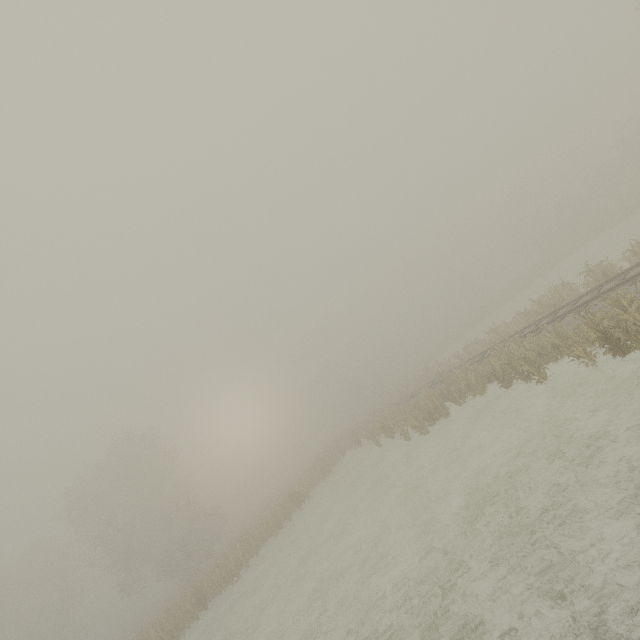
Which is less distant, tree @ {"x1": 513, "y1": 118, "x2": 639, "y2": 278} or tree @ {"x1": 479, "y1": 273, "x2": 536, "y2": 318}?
tree @ {"x1": 513, "y1": 118, "x2": 639, "y2": 278}

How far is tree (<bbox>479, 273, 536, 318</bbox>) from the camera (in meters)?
45.25

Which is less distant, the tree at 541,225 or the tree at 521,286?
the tree at 541,225

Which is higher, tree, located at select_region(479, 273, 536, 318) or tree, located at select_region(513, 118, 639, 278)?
tree, located at select_region(513, 118, 639, 278)

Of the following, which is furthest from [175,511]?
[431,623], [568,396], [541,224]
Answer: [541,224]

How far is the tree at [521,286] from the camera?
45.2 meters
